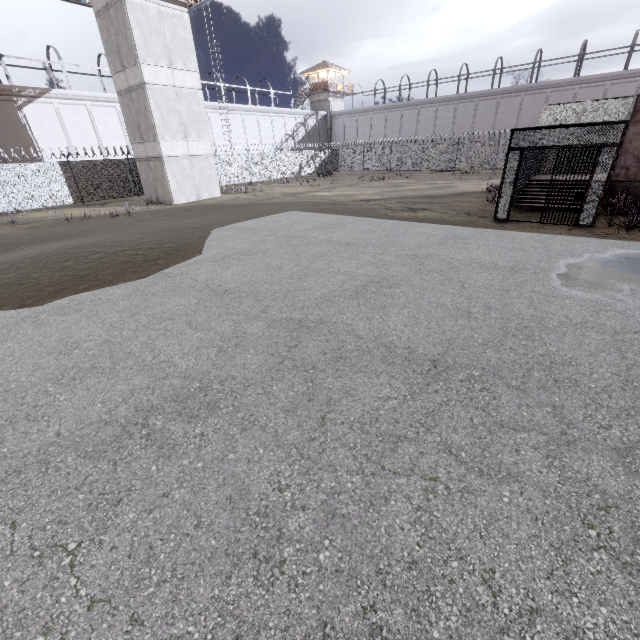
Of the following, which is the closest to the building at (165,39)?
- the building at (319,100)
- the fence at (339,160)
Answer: the fence at (339,160)

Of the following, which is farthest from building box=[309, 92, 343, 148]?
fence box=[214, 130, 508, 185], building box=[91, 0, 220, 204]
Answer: building box=[91, 0, 220, 204]

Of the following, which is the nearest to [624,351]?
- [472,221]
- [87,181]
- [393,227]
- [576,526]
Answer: [576,526]

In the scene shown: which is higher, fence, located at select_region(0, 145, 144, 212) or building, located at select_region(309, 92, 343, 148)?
building, located at select_region(309, 92, 343, 148)

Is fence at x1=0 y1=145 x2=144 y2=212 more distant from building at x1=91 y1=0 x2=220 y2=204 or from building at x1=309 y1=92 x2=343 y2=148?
building at x1=309 y1=92 x2=343 y2=148
